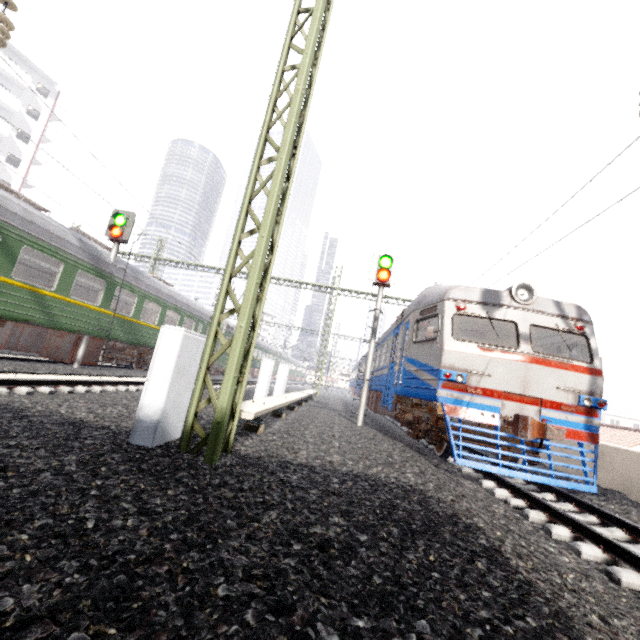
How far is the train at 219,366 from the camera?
23.5 meters

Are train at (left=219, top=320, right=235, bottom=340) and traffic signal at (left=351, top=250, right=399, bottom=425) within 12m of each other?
no

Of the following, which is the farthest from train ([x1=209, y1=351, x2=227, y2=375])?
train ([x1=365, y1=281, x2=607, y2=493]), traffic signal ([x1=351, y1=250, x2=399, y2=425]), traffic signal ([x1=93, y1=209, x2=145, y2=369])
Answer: traffic signal ([x1=351, y1=250, x2=399, y2=425])

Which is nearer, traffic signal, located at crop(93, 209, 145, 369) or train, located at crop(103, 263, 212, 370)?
traffic signal, located at crop(93, 209, 145, 369)

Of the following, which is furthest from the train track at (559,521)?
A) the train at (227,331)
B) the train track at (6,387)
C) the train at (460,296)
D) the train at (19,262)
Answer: the train at (227,331)

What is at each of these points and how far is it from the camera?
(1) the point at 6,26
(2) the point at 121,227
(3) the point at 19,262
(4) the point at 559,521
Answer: (1) power line, 5.8 meters
(2) traffic signal, 11.9 meters
(3) train, 12.1 meters
(4) train track, 4.4 meters

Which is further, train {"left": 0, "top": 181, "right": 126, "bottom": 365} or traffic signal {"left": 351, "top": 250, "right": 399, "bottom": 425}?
traffic signal {"left": 351, "top": 250, "right": 399, "bottom": 425}

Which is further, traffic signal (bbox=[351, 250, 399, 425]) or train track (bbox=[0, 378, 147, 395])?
traffic signal (bbox=[351, 250, 399, 425])
